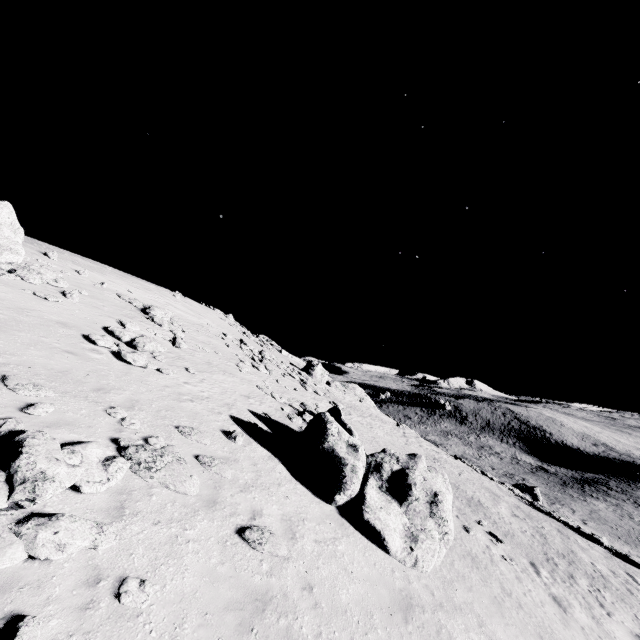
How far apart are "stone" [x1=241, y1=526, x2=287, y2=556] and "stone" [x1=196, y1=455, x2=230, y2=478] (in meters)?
1.82

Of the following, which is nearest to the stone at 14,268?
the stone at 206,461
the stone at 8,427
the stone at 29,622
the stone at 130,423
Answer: the stone at 130,423

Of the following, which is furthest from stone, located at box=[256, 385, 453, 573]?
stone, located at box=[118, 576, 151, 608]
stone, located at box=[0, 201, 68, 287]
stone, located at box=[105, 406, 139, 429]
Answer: stone, located at box=[0, 201, 68, 287]

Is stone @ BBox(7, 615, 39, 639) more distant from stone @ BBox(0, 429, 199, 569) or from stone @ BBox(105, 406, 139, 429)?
stone @ BBox(105, 406, 139, 429)

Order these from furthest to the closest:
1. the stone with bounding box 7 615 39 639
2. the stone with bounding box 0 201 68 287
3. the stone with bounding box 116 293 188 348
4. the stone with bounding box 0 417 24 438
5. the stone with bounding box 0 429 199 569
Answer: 1. the stone with bounding box 116 293 188 348
2. the stone with bounding box 0 201 68 287
3. the stone with bounding box 0 417 24 438
4. the stone with bounding box 0 429 199 569
5. the stone with bounding box 7 615 39 639

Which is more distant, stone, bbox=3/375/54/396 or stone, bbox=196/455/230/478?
stone, bbox=196/455/230/478

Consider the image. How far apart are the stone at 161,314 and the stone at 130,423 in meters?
12.0 m

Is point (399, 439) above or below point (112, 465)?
below
